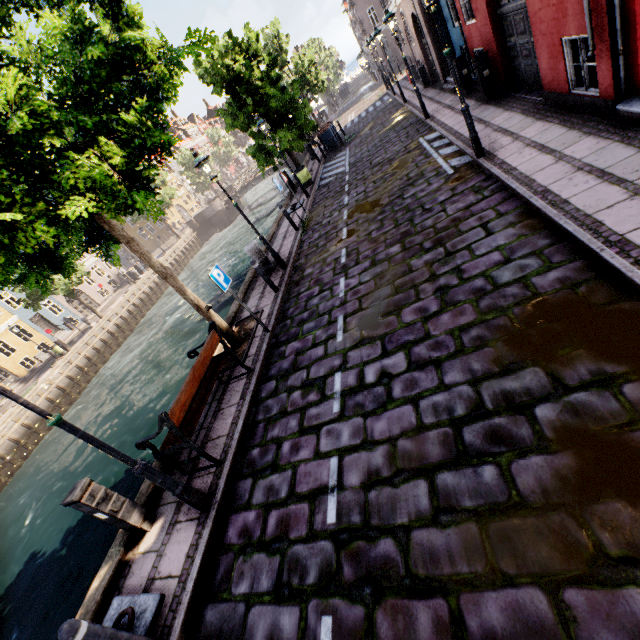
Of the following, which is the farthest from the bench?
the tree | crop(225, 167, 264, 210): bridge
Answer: crop(225, 167, 264, 210): bridge

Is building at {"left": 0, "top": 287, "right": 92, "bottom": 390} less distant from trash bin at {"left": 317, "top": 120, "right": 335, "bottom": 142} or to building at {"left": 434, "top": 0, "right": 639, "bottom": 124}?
trash bin at {"left": 317, "top": 120, "right": 335, "bottom": 142}

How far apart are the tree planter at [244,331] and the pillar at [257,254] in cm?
223

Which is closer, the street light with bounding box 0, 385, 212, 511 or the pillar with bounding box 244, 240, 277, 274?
the street light with bounding box 0, 385, 212, 511

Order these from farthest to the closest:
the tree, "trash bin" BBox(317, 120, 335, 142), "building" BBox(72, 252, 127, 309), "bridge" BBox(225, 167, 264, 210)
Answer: "bridge" BBox(225, 167, 264, 210) < "building" BBox(72, 252, 127, 309) < "trash bin" BBox(317, 120, 335, 142) < the tree

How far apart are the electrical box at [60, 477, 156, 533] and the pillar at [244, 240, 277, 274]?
7.21m

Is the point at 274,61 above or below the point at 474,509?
above

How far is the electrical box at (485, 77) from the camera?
9.86m
